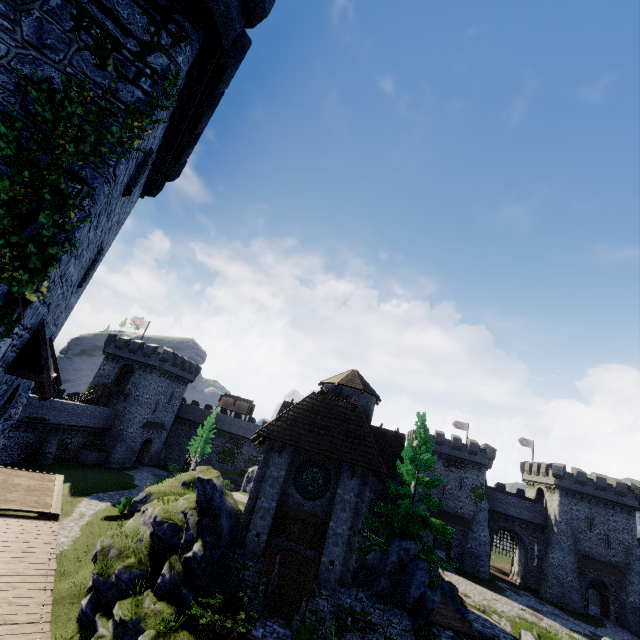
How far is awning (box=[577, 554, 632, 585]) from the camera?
41.9 meters

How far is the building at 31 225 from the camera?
5.65m

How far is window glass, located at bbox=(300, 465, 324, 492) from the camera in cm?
1692

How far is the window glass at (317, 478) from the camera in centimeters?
1692cm

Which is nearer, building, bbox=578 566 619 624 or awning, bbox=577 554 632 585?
building, bbox=578 566 619 624

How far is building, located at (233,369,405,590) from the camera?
15.5 meters

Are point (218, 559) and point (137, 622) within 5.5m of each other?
yes

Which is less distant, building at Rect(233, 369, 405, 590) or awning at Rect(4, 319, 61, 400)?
awning at Rect(4, 319, 61, 400)
